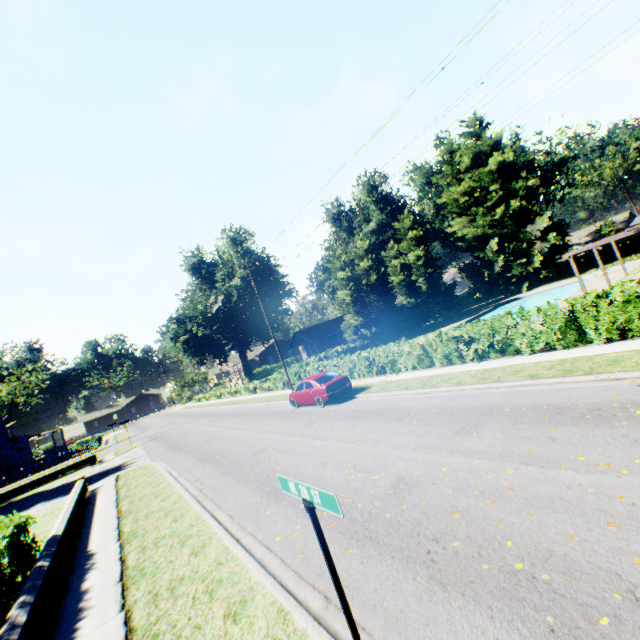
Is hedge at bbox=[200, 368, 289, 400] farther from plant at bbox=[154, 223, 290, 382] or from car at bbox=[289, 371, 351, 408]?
car at bbox=[289, 371, 351, 408]

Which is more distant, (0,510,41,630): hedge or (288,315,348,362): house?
(288,315,348,362): house

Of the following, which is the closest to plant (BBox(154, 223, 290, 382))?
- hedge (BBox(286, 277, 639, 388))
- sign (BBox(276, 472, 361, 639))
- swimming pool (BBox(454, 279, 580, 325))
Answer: hedge (BBox(286, 277, 639, 388))

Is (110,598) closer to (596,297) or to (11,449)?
(596,297)

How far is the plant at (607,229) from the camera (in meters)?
56.28

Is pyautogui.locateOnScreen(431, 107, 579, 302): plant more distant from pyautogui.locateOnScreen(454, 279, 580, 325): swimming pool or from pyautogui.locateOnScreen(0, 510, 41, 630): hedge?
pyautogui.locateOnScreen(454, 279, 580, 325): swimming pool

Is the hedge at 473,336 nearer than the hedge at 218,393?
Yes

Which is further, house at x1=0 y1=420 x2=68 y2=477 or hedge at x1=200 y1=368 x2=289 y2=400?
house at x1=0 y1=420 x2=68 y2=477
